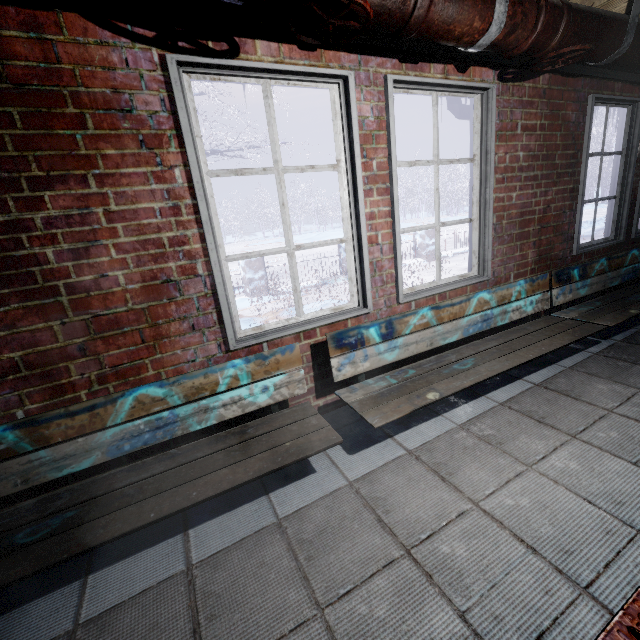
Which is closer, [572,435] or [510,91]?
[572,435]

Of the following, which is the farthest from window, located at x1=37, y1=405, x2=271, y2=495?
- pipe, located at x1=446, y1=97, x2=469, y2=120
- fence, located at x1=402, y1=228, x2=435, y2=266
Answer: fence, located at x1=402, y1=228, x2=435, y2=266

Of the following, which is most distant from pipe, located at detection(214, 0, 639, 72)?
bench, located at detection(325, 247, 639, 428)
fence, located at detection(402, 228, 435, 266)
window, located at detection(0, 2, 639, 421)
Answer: fence, located at detection(402, 228, 435, 266)

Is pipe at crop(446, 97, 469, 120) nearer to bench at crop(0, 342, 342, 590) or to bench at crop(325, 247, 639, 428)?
bench at crop(325, 247, 639, 428)

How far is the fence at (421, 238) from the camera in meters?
8.3 m

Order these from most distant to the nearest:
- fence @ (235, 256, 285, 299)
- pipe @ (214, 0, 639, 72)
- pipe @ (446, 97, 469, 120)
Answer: fence @ (235, 256, 285, 299) → pipe @ (446, 97, 469, 120) → pipe @ (214, 0, 639, 72)

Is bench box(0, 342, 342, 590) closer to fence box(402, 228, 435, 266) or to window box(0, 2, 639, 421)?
window box(0, 2, 639, 421)

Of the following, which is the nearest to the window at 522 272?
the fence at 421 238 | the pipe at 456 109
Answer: the pipe at 456 109
